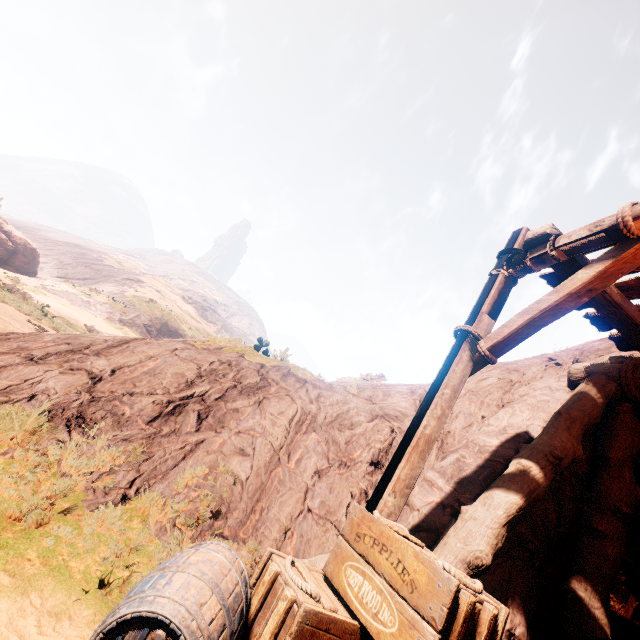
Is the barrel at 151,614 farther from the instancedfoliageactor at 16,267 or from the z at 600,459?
the instancedfoliageactor at 16,267

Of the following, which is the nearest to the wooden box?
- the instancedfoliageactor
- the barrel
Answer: the barrel

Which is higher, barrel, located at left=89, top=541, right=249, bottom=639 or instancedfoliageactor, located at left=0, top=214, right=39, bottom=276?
instancedfoliageactor, located at left=0, top=214, right=39, bottom=276

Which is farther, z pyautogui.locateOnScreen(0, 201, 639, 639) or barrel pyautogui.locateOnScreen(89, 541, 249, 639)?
z pyautogui.locateOnScreen(0, 201, 639, 639)

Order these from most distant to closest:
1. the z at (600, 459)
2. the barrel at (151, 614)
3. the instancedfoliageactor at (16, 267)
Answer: the instancedfoliageactor at (16, 267) → the z at (600, 459) → the barrel at (151, 614)

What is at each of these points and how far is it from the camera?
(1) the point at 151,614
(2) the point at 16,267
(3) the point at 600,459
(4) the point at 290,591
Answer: (1) barrel, 1.6m
(2) instancedfoliageactor, 26.9m
(3) z, 4.0m
(4) wooden box, 2.2m

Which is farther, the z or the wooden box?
the z

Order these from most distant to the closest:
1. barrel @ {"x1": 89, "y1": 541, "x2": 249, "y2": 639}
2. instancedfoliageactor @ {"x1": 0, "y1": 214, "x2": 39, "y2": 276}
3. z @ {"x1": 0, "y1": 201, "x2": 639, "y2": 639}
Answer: instancedfoliageactor @ {"x1": 0, "y1": 214, "x2": 39, "y2": 276}, z @ {"x1": 0, "y1": 201, "x2": 639, "y2": 639}, barrel @ {"x1": 89, "y1": 541, "x2": 249, "y2": 639}
